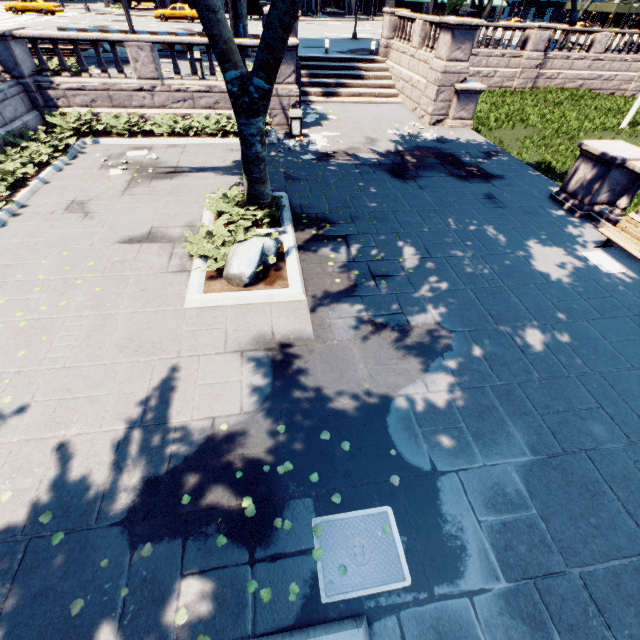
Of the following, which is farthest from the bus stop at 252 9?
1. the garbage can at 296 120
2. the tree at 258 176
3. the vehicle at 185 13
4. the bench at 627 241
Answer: the bench at 627 241

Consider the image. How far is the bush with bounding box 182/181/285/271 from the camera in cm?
728

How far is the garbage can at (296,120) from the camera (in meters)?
13.56

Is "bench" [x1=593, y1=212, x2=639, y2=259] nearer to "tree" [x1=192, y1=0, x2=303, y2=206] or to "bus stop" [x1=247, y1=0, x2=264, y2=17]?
"tree" [x1=192, y1=0, x2=303, y2=206]

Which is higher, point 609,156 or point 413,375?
point 609,156

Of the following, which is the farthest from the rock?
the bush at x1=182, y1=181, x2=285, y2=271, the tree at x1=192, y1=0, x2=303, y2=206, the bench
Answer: the bench

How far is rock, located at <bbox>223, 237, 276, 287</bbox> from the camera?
6.7m

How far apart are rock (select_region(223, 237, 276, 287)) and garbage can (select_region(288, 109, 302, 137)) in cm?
895
